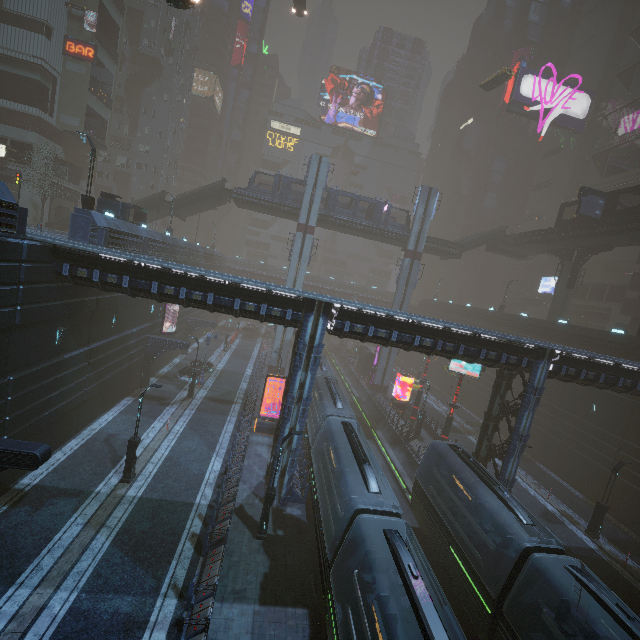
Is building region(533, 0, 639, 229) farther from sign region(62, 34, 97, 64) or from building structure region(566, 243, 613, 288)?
building structure region(566, 243, 613, 288)

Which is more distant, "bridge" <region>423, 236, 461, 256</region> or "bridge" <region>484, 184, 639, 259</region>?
"bridge" <region>423, 236, 461, 256</region>

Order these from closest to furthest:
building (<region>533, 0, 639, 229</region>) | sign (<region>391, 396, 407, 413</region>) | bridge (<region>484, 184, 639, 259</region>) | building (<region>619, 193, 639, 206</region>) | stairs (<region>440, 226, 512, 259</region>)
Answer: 1. bridge (<region>484, 184, 639, 259</region>)
2. sign (<region>391, 396, 407, 413</region>)
3. stairs (<region>440, 226, 512, 259</region>)
4. building (<region>619, 193, 639, 206</region>)
5. building (<region>533, 0, 639, 229</region>)

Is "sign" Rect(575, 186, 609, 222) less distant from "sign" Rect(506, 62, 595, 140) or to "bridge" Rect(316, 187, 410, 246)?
"bridge" Rect(316, 187, 410, 246)

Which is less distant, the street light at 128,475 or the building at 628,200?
the street light at 128,475

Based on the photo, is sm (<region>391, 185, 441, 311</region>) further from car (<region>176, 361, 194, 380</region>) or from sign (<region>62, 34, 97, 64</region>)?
sign (<region>62, 34, 97, 64</region>)

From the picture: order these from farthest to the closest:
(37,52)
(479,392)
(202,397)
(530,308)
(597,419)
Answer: (530,308), (479,392), (37,52), (202,397), (597,419)

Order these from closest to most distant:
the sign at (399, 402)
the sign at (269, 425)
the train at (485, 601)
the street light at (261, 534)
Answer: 1. the train at (485, 601)
2. the street light at (261, 534)
3. the sign at (269, 425)
4. the sign at (399, 402)
